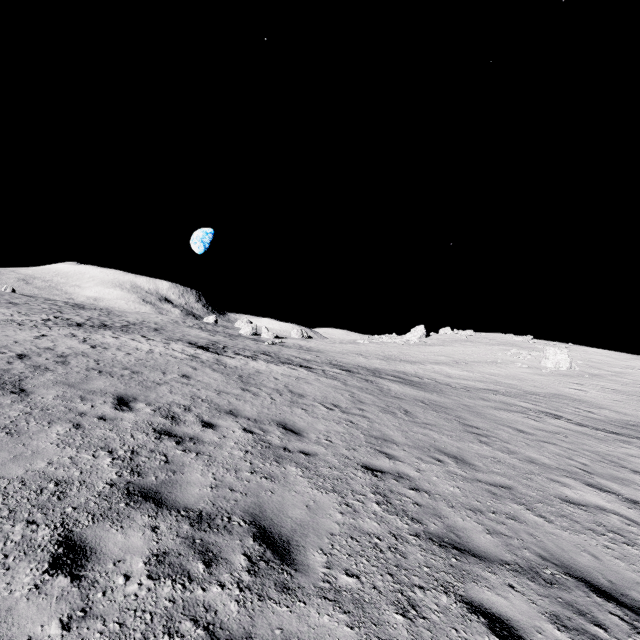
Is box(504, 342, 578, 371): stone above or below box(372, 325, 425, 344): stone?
below

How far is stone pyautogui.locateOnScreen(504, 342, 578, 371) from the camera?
34.3 meters

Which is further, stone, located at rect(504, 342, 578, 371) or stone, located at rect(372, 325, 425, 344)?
stone, located at rect(372, 325, 425, 344)

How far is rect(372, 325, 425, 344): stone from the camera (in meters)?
54.09

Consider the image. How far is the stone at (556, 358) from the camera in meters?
34.3

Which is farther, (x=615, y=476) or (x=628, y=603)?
(x=615, y=476)

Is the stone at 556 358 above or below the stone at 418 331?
below
